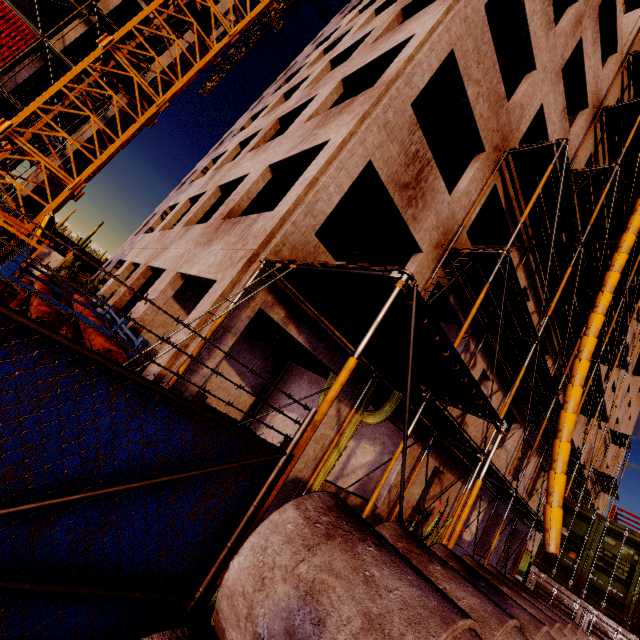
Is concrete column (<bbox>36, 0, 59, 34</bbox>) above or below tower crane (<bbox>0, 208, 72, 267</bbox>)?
above

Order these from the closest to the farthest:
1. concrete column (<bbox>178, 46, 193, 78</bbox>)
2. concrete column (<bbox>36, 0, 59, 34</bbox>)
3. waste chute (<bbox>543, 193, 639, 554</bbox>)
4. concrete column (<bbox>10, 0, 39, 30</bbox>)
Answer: waste chute (<bbox>543, 193, 639, 554</bbox>) < concrete column (<bbox>10, 0, 39, 30</bbox>) < concrete column (<bbox>36, 0, 59, 34</bbox>) < concrete column (<bbox>178, 46, 193, 78</bbox>)

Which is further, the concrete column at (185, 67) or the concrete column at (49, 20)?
the concrete column at (185, 67)

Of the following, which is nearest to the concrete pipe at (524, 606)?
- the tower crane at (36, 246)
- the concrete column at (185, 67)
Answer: the tower crane at (36, 246)

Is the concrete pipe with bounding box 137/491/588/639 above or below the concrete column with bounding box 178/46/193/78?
below

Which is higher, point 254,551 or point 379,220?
point 379,220

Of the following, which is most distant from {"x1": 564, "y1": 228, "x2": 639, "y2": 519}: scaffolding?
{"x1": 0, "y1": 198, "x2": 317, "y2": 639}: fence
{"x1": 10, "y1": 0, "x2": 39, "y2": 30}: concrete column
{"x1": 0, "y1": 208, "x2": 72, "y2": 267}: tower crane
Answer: {"x1": 10, "y1": 0, "x2": 39, "y2": 30}: concrete column

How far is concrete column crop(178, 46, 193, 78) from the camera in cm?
2493
